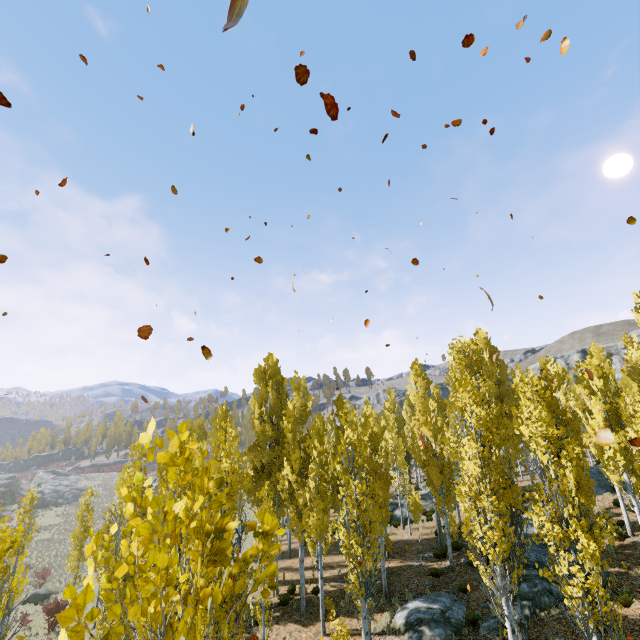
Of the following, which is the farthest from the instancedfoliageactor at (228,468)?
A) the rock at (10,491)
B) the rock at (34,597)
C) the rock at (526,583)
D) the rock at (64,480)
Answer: the rock at (10,491)

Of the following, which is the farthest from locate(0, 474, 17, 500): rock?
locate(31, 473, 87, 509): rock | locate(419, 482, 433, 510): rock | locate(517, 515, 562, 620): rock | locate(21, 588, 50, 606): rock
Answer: locate(517, 515, 562, 620): rock

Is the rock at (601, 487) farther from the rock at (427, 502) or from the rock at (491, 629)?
the rock at (491, 629)

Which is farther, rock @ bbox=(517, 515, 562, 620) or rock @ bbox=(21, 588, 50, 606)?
rock @ bbox=(21, 588, 50, 606)

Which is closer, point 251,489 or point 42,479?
point 251,489

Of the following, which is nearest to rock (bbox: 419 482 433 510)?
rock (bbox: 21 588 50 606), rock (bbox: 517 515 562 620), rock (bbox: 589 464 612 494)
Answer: rock (bbox: 517 515 562 620)

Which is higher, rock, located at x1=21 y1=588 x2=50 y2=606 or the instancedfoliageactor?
the instancedfoliageactor

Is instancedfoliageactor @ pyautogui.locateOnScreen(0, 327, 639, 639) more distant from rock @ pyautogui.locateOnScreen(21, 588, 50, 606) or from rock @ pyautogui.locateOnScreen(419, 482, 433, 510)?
rock @ pyautogui.locateOnScreen(21, 588, 50, 606)
